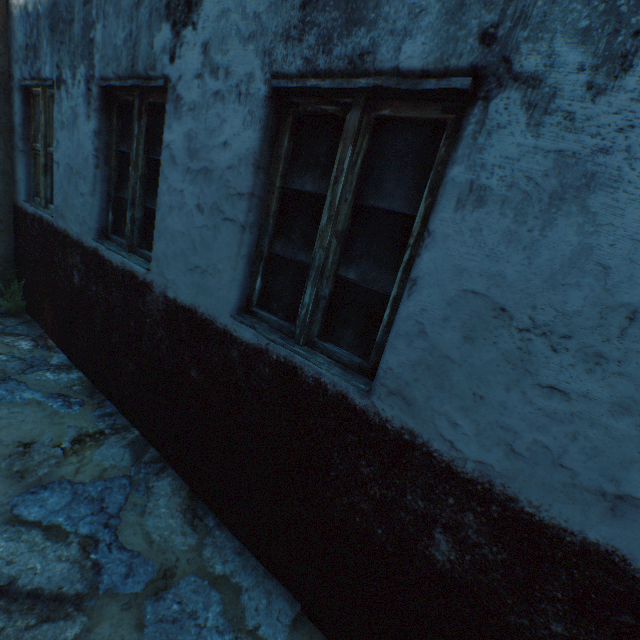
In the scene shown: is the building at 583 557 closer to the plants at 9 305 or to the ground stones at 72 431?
the ground stones at 72 431

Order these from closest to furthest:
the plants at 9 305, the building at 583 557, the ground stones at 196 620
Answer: the building at 583 557, the ground stones at 196 620, the plants at 9 305

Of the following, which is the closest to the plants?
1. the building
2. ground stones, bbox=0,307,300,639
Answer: ground stones, bbox=0,307,300,639

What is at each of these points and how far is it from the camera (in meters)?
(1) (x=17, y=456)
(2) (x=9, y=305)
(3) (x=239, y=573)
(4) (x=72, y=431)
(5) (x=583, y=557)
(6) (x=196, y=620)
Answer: (1) ground stones, 2.38
(2) plants, 4.23
(3) ground stones, 2.01
(4) ground stones, 2.71
(5) building, 1.10
(6) ground stones, 1.75

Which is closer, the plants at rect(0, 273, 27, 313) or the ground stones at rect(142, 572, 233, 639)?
the ground stones at rect(142, 572, 233, 639)

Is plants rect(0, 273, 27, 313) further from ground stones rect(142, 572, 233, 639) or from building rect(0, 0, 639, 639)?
building rect(0, 0, 639, 639)

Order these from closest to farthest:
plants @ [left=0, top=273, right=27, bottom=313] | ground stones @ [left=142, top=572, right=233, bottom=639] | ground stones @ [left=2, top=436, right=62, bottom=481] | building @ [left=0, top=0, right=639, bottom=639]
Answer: building @ [left=0, top=0, right=639, bottom=639] < ground stones @ [left=142, top=572, right=233, bottom=639] < ground stones @ [left=2, top=436, right=62, bottom=481] < plants @ [left=0, top=273, right=27, bottom=313]
